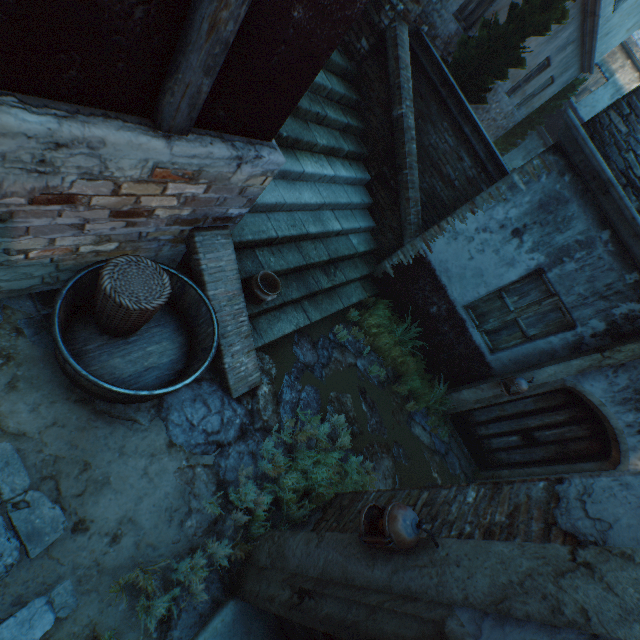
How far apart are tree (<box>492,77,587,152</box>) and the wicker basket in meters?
17.7

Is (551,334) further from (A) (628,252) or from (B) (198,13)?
(B) (198,13)

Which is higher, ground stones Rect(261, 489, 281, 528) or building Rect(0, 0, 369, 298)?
building Rect(0, 0, 369, 298)

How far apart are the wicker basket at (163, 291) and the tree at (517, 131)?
17.7 meters

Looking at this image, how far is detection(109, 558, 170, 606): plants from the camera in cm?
247

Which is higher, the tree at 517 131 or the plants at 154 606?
the tree at 517 131

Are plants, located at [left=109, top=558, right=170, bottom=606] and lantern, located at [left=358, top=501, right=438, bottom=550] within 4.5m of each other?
yes

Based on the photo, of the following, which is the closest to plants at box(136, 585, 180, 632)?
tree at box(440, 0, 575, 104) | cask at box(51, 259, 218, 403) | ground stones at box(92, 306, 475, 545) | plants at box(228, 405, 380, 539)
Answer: ground stones at box(92, 306, 475, 545)
